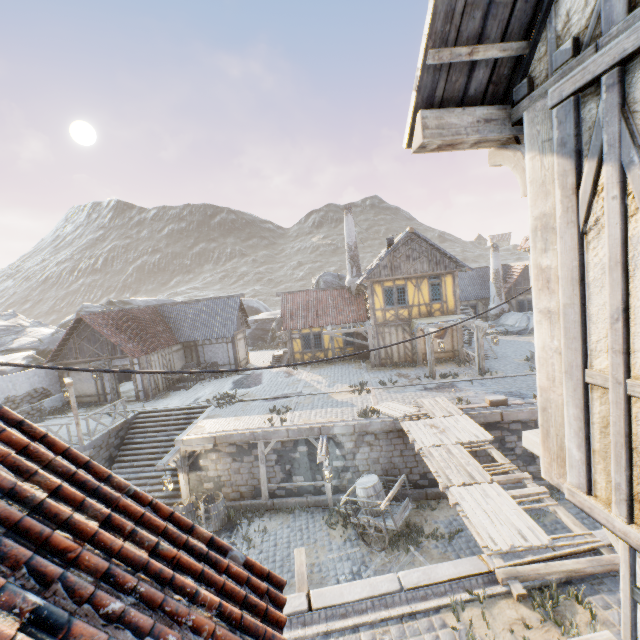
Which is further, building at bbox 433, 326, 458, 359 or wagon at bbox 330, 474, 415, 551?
building at bbox 433, 326, 458, 359

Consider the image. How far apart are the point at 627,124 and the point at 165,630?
4.2 meters

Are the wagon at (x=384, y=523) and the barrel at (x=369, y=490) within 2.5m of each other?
yes

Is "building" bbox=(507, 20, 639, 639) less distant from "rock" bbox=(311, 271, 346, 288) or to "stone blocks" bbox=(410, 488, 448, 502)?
"stone blocks" bbox=(410, 488, 448, 502)

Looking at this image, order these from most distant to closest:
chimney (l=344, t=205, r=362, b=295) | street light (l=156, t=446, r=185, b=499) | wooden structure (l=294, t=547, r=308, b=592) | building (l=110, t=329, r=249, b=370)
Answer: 1. chimney (l=344, t=205, r=362, b=295)
2. building (l=110, t=329, r=249, b=370)
3. street light (l=156, t=446, r=185, b=499)
4. wooden structure (l=294, t=547, r=308, b=592)

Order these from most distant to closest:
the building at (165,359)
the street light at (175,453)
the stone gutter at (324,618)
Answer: the building at (165,359) → the street light at (175,453) → the stone gutter at (324,618)

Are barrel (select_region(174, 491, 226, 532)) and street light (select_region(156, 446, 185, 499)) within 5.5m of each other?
yes

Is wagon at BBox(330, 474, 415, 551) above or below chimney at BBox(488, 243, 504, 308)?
below
